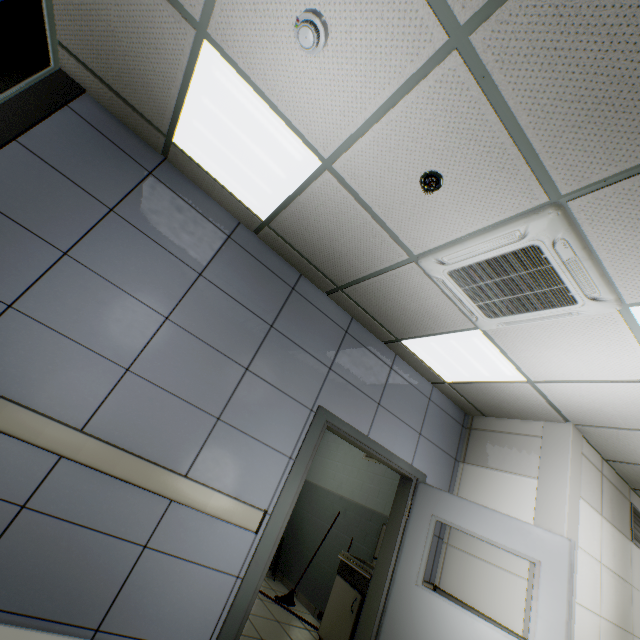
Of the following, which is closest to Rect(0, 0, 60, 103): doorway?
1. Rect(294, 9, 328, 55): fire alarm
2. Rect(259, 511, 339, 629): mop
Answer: Rect(294, 9, 328, 55): fire alarm

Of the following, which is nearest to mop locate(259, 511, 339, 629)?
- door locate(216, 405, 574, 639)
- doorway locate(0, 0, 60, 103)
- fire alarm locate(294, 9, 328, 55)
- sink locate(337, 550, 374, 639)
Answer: sink locate(337, 550, 374, 639)

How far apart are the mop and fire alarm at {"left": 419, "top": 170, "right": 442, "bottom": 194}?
5.33m

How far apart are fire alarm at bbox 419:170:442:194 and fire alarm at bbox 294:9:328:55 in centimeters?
90cm

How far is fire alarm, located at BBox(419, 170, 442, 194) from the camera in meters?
1.9

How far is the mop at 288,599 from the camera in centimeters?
429cm

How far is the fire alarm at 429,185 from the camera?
1.94m

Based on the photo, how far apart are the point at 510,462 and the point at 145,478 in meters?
4.0
